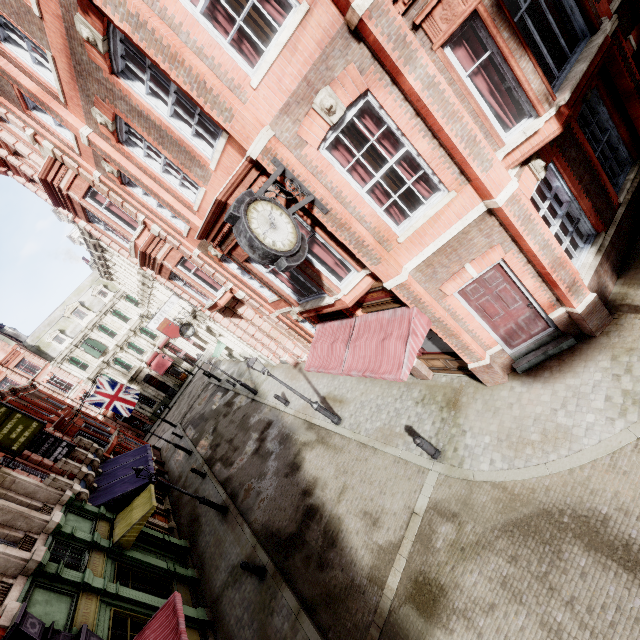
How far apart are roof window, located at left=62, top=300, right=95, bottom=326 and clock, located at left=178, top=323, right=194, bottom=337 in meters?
28.1

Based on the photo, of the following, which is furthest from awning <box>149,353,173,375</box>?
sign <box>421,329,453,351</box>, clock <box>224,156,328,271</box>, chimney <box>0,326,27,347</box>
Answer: clock <box>224,156,328,271</box>

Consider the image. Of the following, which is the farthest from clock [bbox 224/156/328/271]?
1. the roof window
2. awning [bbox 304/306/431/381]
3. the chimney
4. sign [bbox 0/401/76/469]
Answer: the chimney

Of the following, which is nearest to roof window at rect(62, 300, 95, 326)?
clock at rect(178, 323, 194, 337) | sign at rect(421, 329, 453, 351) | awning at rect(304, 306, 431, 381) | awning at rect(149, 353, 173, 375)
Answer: awning at rect(149, 353, 173, 375)

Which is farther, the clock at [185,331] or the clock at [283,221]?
the clock at [185,331]

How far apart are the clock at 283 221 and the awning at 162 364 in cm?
4228

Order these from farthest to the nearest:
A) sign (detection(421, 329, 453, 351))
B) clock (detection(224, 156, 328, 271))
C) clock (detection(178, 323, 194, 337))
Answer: clock (detection(178, 323, 194, 337)) → sign (detection(421, 329, 453, 351)) → clock (detection(224, 156, 328, 271))

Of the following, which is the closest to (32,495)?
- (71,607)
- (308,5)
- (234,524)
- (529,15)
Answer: (71,607)
